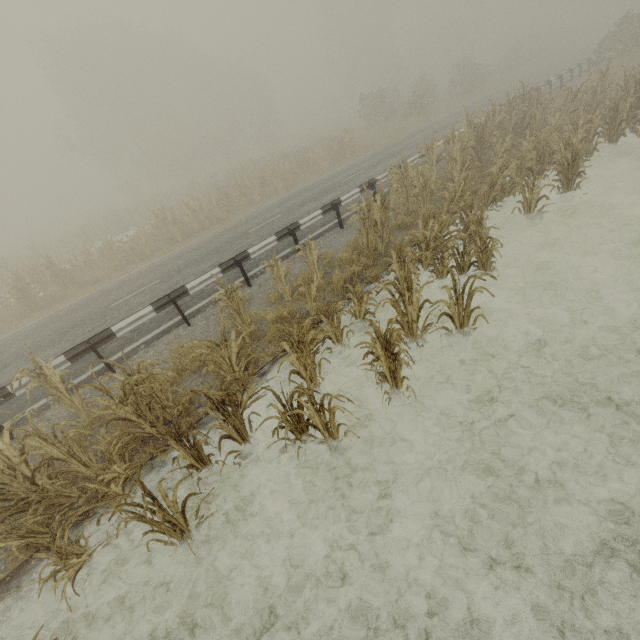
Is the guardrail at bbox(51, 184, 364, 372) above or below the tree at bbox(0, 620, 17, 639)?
above

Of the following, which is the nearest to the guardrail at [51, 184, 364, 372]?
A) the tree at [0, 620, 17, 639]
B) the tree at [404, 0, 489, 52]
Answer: the tree at [0, 620, 17, 639]

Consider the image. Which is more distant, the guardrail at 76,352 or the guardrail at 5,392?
the guardrail at 76,352

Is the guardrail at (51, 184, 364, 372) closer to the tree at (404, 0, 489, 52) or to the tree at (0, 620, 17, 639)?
the tree at (0, 620, 17, 639)

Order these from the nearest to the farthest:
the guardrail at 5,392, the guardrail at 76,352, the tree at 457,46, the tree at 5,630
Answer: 1. the tree at 5,630
2. the guardrail at 5,392
3. the guardrail at 76,352
4. the tree at 457,46

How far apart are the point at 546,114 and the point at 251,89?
44.13m

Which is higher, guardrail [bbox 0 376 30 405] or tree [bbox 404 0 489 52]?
tree [bbox 404 0 489 52]
